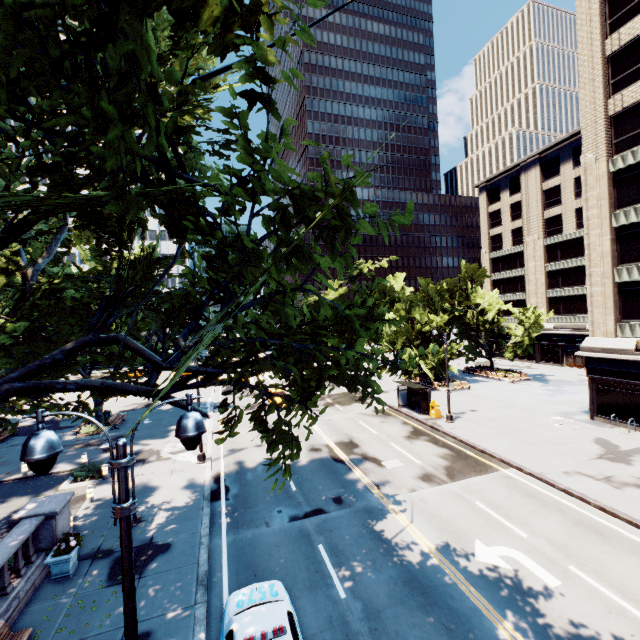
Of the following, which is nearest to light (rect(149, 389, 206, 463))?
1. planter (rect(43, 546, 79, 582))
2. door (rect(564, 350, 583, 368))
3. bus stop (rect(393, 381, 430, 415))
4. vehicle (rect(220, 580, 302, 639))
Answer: vehicle (rect(220, 580, 302, 639))

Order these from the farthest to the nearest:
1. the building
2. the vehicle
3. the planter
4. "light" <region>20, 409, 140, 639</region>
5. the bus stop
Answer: the bus stop < the building < the planter < the vehicle < "light" <region>20, 409, 140, 639</region>

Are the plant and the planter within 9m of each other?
yes

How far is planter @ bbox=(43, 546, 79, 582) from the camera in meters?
11.0 m

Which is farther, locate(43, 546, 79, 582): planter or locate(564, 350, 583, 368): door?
locate(564, 350, 583, 368): door

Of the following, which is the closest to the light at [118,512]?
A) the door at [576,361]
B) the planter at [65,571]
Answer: the planter at [65,571]

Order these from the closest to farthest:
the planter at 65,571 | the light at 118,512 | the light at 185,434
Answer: the light at 118,512 < the light at 185,434 < the planter at 65,571

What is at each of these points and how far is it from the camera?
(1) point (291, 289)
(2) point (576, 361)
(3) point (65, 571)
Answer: (1) tree, 5.6m
(2) door, 44.1m
(3) planter, 11.1m
